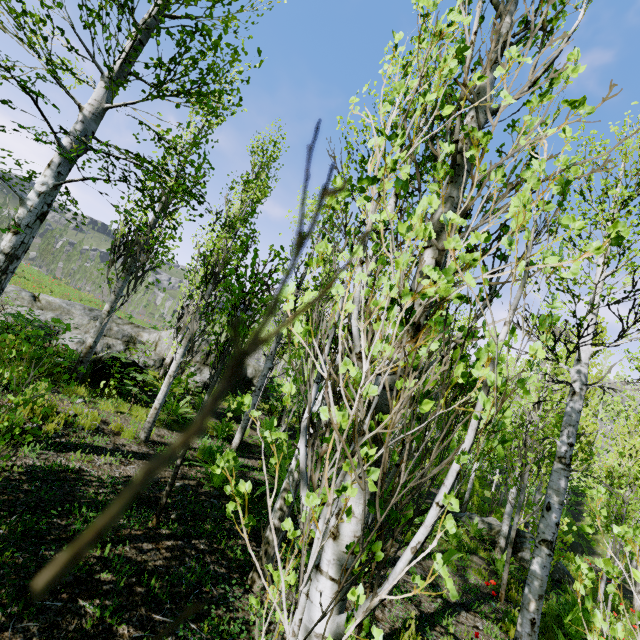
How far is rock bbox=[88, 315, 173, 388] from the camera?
8.41m

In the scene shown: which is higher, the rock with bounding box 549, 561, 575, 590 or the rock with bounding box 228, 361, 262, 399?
the rock with bounding box 228, 361, 262, 399

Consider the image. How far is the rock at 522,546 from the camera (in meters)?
10.34

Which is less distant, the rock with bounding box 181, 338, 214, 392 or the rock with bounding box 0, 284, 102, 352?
the rock with bounding box 0, 284, 102, 352

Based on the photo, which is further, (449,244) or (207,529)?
(207,529)

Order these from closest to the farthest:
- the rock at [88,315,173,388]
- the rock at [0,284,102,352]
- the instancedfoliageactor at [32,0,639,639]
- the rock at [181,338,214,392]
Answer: the instancedfoliageactor at [32,0,639,639] < the rock at [88,315,173,388] < the rock at [0,284,102,352] < the rock at [181,338,214,392]

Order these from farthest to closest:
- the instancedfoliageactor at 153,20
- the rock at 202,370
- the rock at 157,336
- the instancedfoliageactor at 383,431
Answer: the rock at 202,370
the rock at 157,336
the instancedfoliageactor at 153,20
the instancedfoliageactor at 383,431

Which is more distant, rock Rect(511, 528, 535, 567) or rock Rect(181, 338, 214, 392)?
rock Rect(181, 338, 214, 392)
